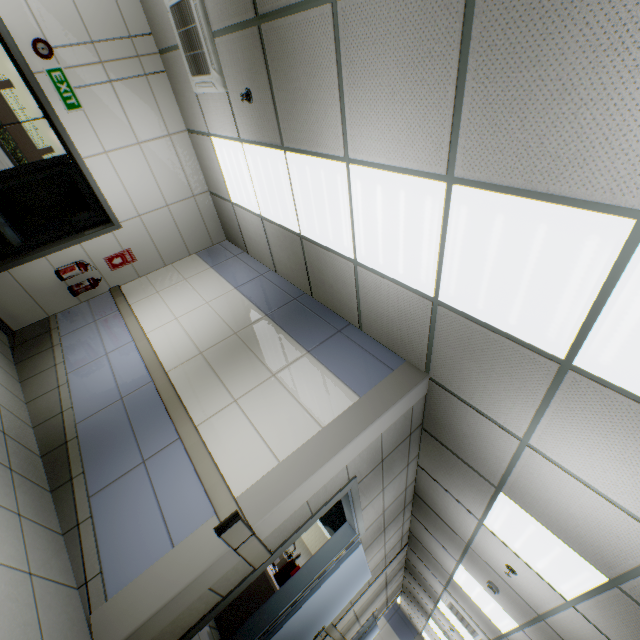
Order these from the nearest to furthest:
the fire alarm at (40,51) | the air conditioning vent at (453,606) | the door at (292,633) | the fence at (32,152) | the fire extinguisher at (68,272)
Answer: the door at (292,633)
the fire alarm at (40,51)
the fire extinguisher at (68,272)
the air conditioning vent at (453,606)
the fence at (32,152)

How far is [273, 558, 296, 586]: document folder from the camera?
4.5 meters

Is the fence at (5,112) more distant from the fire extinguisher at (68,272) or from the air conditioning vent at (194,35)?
the air conditioning vent at (194,35)

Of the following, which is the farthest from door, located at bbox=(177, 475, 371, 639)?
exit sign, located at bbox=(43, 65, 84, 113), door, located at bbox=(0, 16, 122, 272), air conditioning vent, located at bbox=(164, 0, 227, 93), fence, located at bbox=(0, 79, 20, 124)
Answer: fence, located at bbox=(0, 79, 20, 124)

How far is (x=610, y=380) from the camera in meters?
1.9 m

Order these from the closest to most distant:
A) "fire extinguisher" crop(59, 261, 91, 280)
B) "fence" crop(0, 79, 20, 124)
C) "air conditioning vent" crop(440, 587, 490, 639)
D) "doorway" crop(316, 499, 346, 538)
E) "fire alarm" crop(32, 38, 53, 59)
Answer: "fire alarm" crop(32, 38, 53, 59), "fire extinguisher" crop(59, 261, 91, 280), "air conditioning vent" crop(440, 587, 490, 639), "doorway" crop(316, 499, 346, 538), "fence" crop(0, 79, 20, 124)

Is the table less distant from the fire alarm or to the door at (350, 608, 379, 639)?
the door at (350, 608, 379, 639)

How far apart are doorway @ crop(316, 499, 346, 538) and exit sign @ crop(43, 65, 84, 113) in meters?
7.9
